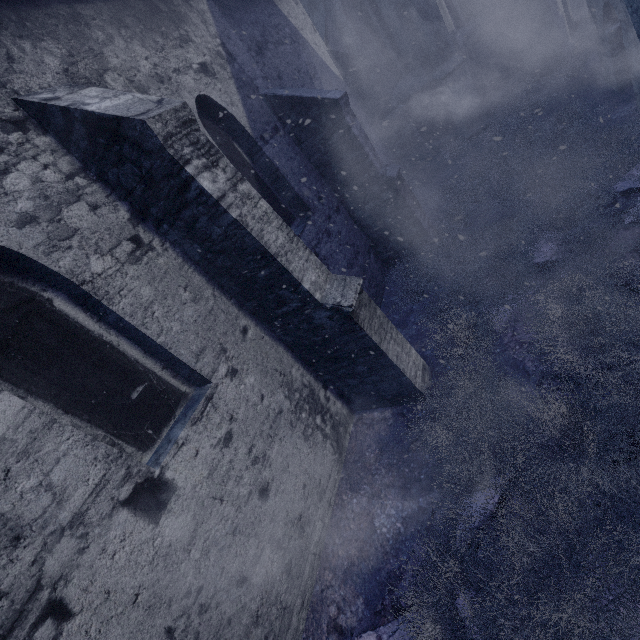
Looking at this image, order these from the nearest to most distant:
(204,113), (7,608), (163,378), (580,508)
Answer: (7,608) → (580,508) → (163,378) → (204,113)

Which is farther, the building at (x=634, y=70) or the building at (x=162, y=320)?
the building at (x=634, y=70)

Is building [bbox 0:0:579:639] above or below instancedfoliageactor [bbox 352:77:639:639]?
above

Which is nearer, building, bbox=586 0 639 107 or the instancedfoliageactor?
the instancedfoliageactor

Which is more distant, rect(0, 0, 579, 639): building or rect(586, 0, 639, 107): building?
rect(586, 0, 639, 107): building

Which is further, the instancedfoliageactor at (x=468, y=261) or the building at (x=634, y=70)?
the building at (x=634, y=70)
